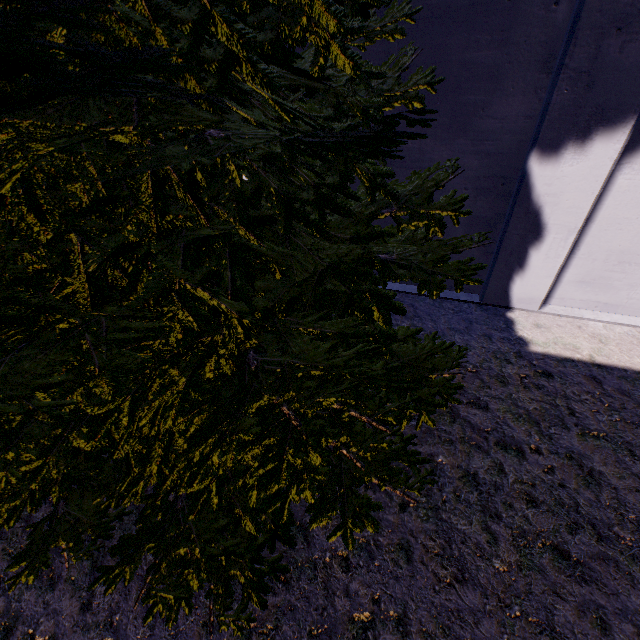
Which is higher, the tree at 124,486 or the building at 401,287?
the tree at 124,486

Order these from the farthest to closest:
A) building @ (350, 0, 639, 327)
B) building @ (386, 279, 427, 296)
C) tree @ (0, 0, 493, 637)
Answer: building @ (386, 279, 427, 296) < building @ (350, 0, 639, 327) < tree @ (0, 0, 493, 637)

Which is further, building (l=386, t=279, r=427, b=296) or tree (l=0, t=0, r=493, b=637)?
building (l=386, t=279, r=427, b=296)

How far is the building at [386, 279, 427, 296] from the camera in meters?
6.4 m

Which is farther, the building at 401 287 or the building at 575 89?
the building at 401 287

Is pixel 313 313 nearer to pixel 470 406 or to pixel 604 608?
pixel 470 406

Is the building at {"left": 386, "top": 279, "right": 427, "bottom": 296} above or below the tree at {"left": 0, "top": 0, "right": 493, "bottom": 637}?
below

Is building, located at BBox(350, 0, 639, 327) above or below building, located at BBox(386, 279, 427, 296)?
above
